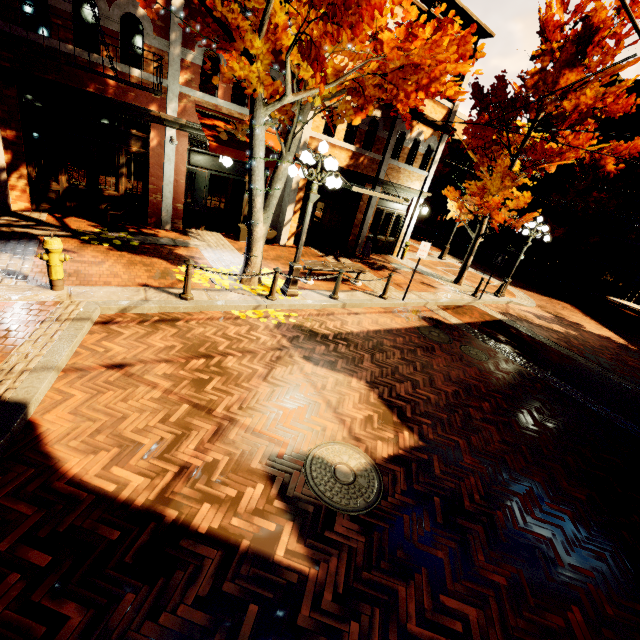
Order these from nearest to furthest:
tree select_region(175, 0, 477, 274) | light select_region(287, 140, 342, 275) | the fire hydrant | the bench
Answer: tree select_region(175, 0, 477, 274), the fire hydrant, light select_region(287, 140, 342, 275), the bench

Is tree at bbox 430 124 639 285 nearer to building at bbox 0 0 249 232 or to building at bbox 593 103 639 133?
building at bbox 0 0 249 232

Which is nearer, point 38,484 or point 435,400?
point 38,484

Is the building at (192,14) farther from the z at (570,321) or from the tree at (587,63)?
the z at (570,321)

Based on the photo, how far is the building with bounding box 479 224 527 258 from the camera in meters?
31.9 m

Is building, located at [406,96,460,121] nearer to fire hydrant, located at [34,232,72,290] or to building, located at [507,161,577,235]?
fire hydrant, located at [34,232,72,290]

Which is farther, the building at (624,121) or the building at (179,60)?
the building at (624,121)

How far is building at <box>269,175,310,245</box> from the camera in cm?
1227
